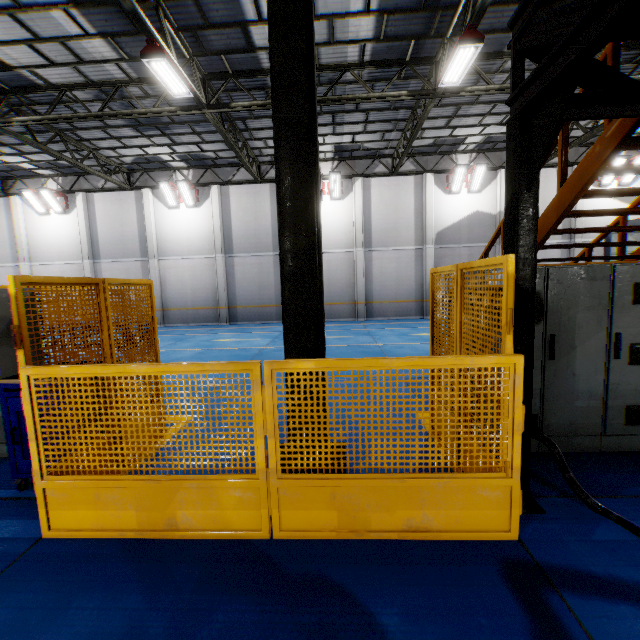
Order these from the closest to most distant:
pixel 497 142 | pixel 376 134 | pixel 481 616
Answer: pixel 481 616
pixel 376 134
pixel 497 142

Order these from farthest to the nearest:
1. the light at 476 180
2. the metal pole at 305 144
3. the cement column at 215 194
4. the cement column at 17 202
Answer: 1. the cement column at 17 202
2. the cement column at 215 194
3. the light at 476 180
4. the metal pole at 305 144

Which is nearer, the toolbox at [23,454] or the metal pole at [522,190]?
the metal pole at [522,190]

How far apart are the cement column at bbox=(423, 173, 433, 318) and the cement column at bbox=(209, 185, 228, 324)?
11.3m

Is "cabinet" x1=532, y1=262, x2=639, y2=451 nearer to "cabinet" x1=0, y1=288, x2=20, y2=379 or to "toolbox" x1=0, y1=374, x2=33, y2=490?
"toolbox" x1=0, y1=374, x2=33, y2=490

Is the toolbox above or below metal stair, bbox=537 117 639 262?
below

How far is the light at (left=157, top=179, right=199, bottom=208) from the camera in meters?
17.3

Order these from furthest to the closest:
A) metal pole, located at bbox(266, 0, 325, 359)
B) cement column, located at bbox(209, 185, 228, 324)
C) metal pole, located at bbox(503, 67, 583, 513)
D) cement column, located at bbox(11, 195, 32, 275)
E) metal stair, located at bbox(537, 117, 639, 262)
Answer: cement column, located at bbox(11, 195, 32, 275)
cement column, located at bbox(209, 185, 228, 324)
metal stair, located at bbox(537, 117, 639, 262)
metal pole, located at bbox(266, 0, 325, 359)
metal pole, located at bbox(503, 67, 583, 513)
